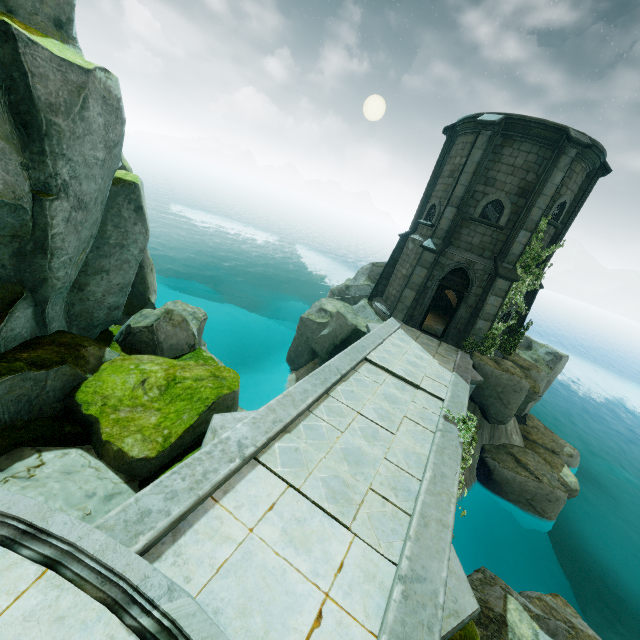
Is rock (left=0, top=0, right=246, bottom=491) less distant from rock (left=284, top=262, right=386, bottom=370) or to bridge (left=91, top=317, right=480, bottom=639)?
bridge (left=91, top=317, right=480, bottom=639)

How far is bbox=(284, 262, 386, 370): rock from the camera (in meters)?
15.56

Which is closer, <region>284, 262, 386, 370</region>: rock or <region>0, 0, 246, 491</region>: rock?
<region>0, 0, 246, 491</region>: rock

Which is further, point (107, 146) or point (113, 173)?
A: point (113, 173)

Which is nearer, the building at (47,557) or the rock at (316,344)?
the building at (47,557)

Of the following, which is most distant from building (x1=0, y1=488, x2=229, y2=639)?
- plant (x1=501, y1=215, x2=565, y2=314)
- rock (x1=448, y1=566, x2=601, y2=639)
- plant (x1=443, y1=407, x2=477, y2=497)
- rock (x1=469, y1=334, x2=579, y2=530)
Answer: plant (x1=501, y1=215, x2=565, y2=314)

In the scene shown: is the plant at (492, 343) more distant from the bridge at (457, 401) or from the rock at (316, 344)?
the rock at (316, 344)

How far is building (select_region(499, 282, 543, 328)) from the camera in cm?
1572
